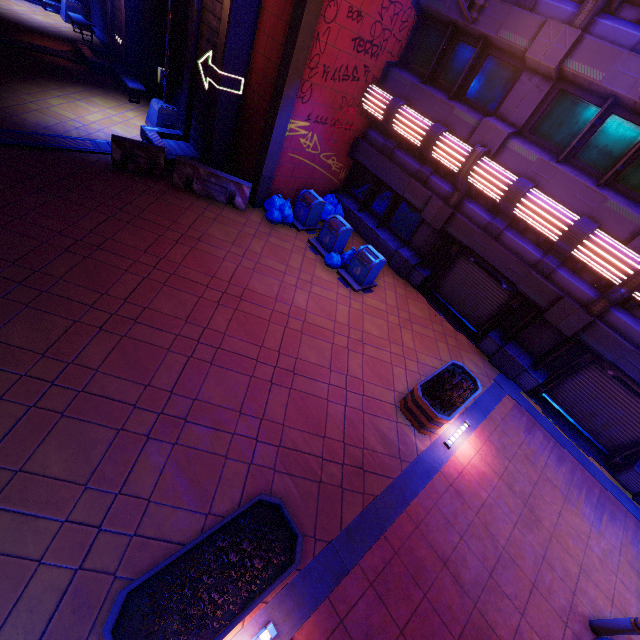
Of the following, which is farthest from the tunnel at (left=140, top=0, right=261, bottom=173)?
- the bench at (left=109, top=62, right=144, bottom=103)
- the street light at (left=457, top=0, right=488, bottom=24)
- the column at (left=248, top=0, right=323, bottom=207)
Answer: the street light at (left=457, top=0, right=488, bottom=24)

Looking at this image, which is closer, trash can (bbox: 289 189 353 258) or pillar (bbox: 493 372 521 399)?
pillar (bbox: 493 372 521 399)

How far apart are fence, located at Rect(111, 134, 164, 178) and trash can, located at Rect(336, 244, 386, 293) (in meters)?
6.57

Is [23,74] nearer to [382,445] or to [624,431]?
[382,445]

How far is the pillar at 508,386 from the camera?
9.9m

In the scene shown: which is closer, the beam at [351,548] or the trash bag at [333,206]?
the beam at [351,548]

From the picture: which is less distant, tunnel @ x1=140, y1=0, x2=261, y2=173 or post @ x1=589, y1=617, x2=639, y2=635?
post @ x1=589, y1=617, x2=639, y2=635

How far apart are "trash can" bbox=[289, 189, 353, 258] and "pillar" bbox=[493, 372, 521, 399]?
6.4 meters
